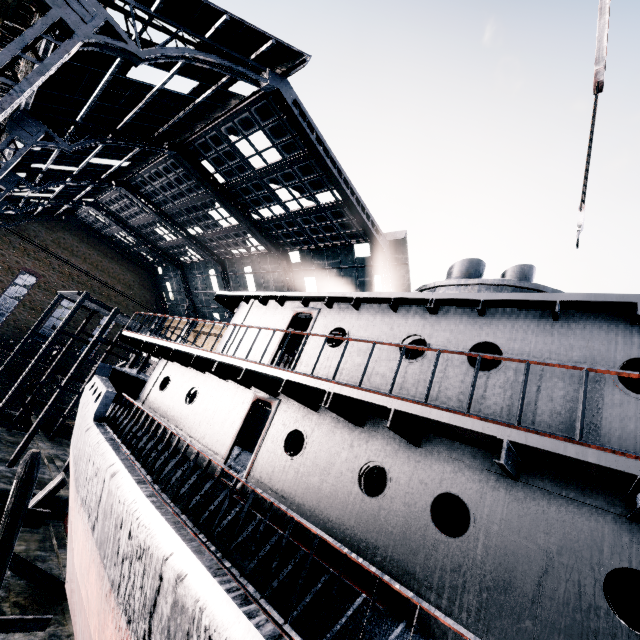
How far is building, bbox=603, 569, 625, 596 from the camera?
32.1 meters

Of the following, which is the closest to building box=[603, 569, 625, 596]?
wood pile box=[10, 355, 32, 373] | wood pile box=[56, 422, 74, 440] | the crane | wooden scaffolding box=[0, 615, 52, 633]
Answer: wooden scaffolding box=[0, 615, 52, 633]

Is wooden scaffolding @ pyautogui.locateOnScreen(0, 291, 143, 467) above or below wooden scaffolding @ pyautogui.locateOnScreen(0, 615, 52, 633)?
above

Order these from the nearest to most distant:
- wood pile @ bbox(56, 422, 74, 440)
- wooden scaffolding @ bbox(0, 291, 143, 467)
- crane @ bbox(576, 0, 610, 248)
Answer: crane @ bbox(576, 0, 610, 248)
wooden scaffolding @ bbox(0, 291, 143, 467)
wood pile @ bbox(56, 422, 74, 440)

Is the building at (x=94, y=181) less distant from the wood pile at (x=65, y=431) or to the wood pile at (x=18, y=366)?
the wood pile at (x=18, y=366)

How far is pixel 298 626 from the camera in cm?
382

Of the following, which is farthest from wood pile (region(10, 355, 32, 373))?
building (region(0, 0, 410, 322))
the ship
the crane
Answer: the crane

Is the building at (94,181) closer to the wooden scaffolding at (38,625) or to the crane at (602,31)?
the wooden scaffolding at (38,625)
